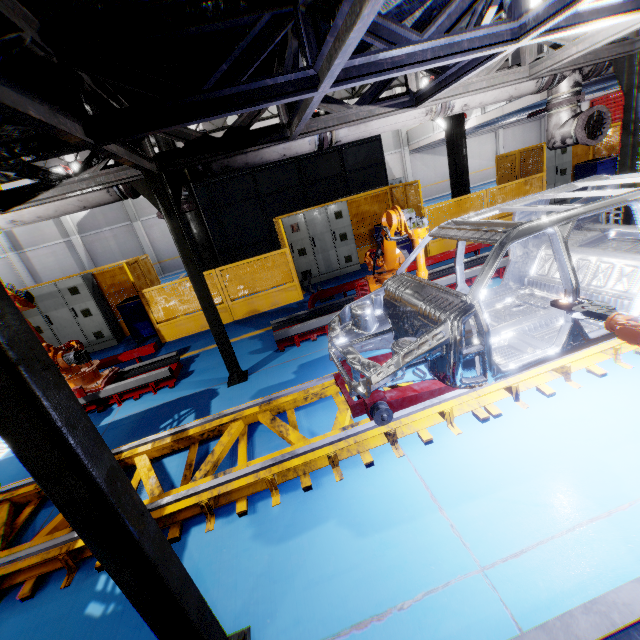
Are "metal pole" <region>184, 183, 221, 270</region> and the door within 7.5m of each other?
no

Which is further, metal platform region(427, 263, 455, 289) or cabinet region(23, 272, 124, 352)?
cabinet region(23, 272, 124, 352)

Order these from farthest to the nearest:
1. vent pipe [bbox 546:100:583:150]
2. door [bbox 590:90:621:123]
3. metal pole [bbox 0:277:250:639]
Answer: door [bbox 590:90:621:123] → vent pipe [bbox 546:100:583:150] → metal pole [bbox 0:277:250:639]

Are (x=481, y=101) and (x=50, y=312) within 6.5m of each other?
no

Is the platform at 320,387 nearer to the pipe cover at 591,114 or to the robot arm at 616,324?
the robot arm at 616,324

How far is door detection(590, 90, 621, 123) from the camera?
20.6 meters

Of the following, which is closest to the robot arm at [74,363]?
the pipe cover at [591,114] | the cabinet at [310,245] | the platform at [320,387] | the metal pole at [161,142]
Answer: the platform at [320,387]

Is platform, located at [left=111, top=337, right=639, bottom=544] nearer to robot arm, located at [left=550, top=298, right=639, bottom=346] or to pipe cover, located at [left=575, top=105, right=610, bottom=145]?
robot arm, located at [left=550, top=298, right=639, bottom=346]
